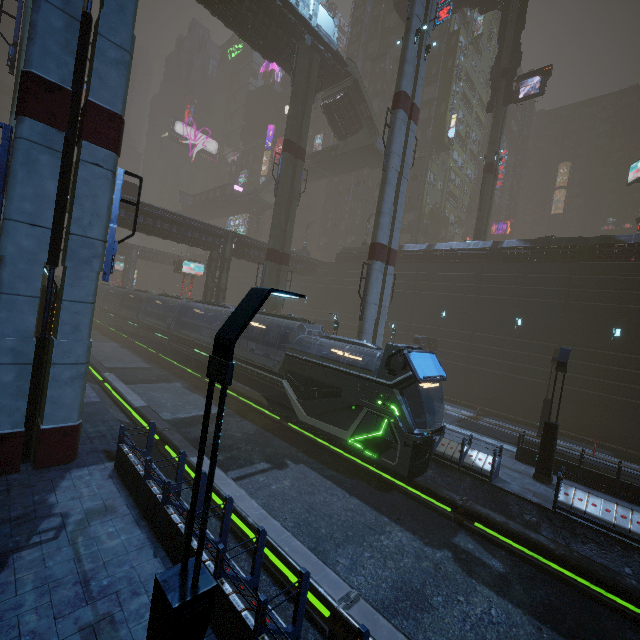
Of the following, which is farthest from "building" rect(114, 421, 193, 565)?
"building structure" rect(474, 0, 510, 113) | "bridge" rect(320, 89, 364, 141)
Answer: "building structure" rect(474, 0, 510, 113)

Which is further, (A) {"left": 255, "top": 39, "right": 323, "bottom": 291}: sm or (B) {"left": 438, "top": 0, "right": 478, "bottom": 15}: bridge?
(B) {"left": 438, "top": 0, "right": 478, "bottom": 15}: bridge

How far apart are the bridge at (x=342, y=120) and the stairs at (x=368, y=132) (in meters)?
0.01

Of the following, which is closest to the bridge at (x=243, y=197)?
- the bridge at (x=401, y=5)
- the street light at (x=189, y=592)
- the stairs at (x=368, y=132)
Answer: the stairs at (x=368, y=132)

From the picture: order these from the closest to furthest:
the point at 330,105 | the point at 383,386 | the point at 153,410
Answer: the point at 383,386 < the point at 153,410 < the point at 330,105

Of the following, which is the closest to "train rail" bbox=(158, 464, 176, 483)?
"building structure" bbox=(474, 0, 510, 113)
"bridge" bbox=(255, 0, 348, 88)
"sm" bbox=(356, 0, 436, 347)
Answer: "sm" bbox=(356, 0, 436, 347)

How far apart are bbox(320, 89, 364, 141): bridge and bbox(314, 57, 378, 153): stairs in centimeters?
1cm

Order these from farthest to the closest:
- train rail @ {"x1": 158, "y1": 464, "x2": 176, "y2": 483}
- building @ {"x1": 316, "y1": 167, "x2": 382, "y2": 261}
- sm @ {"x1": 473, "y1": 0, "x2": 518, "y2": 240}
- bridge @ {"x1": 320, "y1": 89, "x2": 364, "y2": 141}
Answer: building @ {"x1": 316, "y1": 167, "x2": 382, "y2": 261}, bridge @ {"x1": 320, "y1": 89, "x2": 364, "y2": 141}, sm @ {"x1": 473, "y1": 0, "x2": 518, "y2": 240}, train rail @ {"x1": 158, "y1": 464, "x2": 176, "y2": 483}
